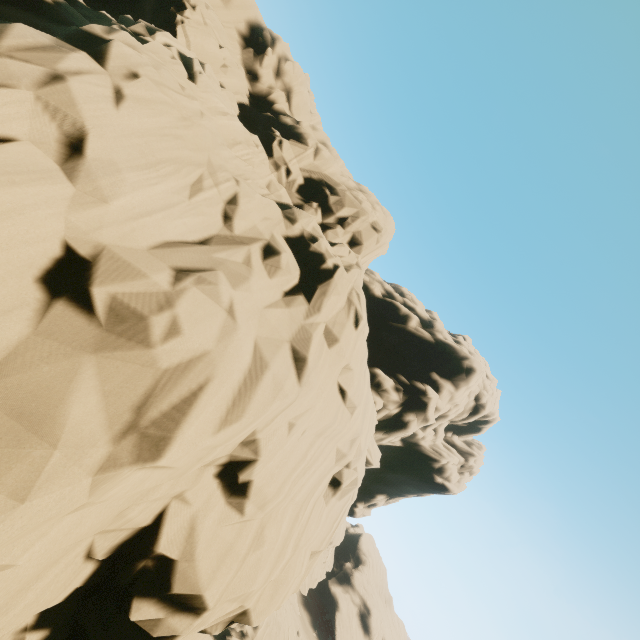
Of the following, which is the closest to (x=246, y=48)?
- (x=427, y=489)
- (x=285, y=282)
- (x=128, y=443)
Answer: (x=285, y=282)
